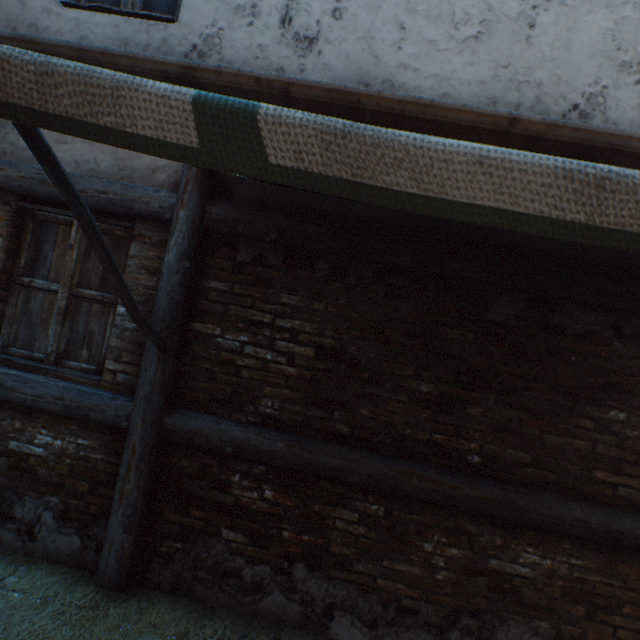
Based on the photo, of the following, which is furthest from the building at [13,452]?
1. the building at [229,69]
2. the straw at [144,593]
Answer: the building at [229,69]

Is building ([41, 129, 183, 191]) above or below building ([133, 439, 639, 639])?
above

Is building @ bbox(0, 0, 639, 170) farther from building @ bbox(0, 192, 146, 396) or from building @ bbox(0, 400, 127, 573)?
building @ bbox(0, 400, 127, 573)

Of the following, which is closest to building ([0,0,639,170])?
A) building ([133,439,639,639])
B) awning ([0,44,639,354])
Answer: awning ([0,44,639,354])

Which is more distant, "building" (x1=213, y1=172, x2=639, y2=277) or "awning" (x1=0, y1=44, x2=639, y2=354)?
"building" (x1=213, y1=172, x2=639, y2=277)

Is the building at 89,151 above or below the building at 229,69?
below

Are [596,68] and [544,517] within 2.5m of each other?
no
